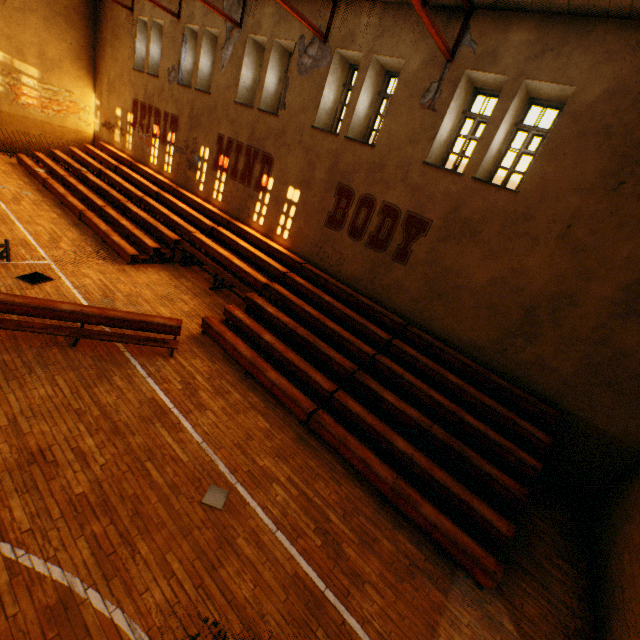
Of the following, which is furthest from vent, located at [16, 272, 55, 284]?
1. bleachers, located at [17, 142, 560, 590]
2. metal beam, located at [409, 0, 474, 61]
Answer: metal beam, located at [409, 0, 474, 61]

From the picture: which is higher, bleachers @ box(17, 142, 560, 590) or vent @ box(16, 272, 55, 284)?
bleachers @ box(17, 142, 560, 590)

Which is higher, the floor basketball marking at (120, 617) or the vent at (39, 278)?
the vent at (39, 278)

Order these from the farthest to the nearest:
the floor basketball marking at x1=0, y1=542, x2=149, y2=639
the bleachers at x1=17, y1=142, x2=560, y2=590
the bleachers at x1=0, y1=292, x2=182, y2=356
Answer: the bleachers at x1=0, y1=292, x2=182, y2=356 → the bleachers at x1=17, y1=142, x2=560, y2=590 → the floor basketball marking at x1=0, y1=542, x2=149, y2=639

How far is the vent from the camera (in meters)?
8.15

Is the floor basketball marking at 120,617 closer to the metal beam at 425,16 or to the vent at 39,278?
the vent at 39,278

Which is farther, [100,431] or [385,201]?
[385,201]

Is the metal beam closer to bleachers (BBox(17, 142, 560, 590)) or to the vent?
bleachers (BBox(17, 142, 560, 590))
